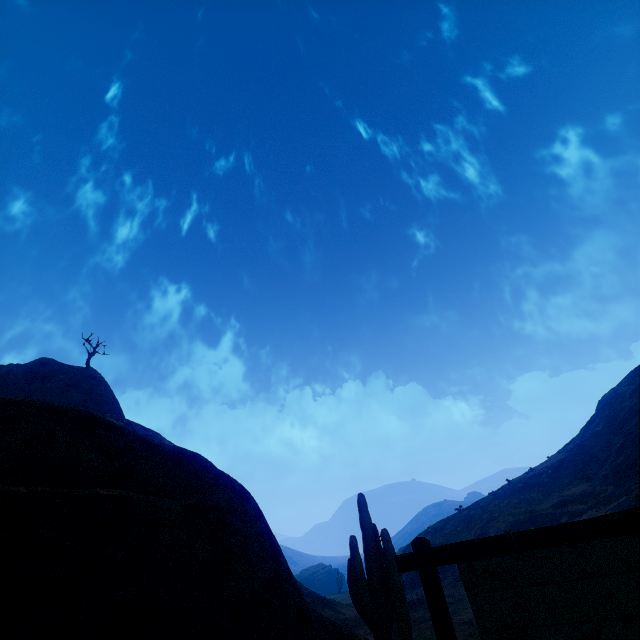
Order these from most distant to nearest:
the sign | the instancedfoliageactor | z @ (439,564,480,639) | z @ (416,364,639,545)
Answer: z @ (416,364,639,545) < z @ (439,564,480,639) < the instancedfoliageactor < the sign

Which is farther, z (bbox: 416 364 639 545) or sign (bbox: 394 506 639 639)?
→ z (bbox: 416 364 639 545)

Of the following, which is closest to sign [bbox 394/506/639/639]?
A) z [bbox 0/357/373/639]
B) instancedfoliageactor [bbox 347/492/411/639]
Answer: z [bbox 0/357/373/639]

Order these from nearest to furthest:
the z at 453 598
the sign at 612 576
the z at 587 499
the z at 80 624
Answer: the sign at 612 576, the z at 80 624, the z at 453 598, the z at 587 499

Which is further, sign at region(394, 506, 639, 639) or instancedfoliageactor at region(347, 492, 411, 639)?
instancedfoliageactor at region(347, 492, 411, 639)

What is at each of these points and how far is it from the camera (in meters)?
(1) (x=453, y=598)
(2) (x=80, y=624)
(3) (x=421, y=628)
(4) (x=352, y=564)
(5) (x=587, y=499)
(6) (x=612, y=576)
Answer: (1) z, 20.34
(2) z, 3.53
(3) z, 13.35
(4) instancedfoliageactor, 9.30
(5) z, 21.83
(6) sign, 2.51

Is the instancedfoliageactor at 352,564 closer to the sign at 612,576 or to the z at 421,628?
the z at 421,628
